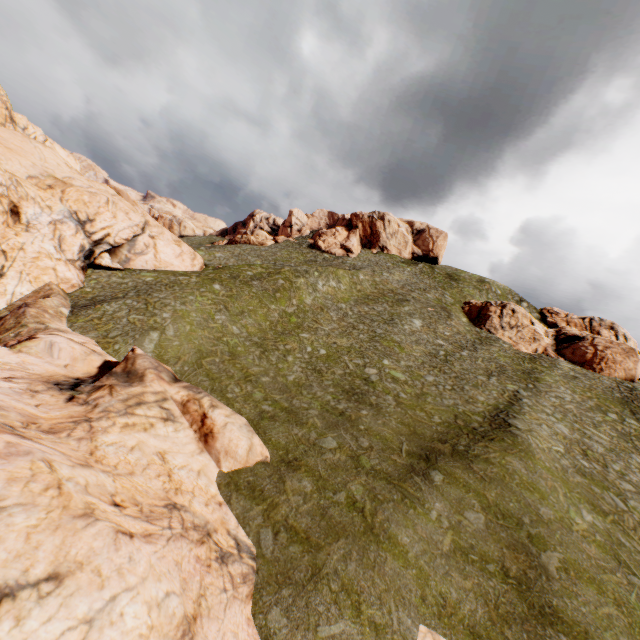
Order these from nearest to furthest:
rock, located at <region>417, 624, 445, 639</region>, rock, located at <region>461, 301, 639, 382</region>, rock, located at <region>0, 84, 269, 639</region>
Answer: rock, located at <region>0, 84, 269, 639</region> → rock, located at <region>417, 624, 445, 639</region> → rock, located at <region>461, 301, 639, 382</region>

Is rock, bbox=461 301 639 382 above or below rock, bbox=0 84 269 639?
above

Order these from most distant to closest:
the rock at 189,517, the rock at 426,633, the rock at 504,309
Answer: the rock at 504,309 → the rock at 426,633 → the rock at 189,517

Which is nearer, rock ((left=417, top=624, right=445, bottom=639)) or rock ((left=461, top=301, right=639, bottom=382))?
rock ((left=417, top=624, right=445, bottom=639))

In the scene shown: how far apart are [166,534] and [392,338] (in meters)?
34.20

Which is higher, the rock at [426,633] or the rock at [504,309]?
the rock at [504,309]

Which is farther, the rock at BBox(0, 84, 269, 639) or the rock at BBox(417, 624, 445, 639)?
the rock at BBox(417, 624, 445, 639)
